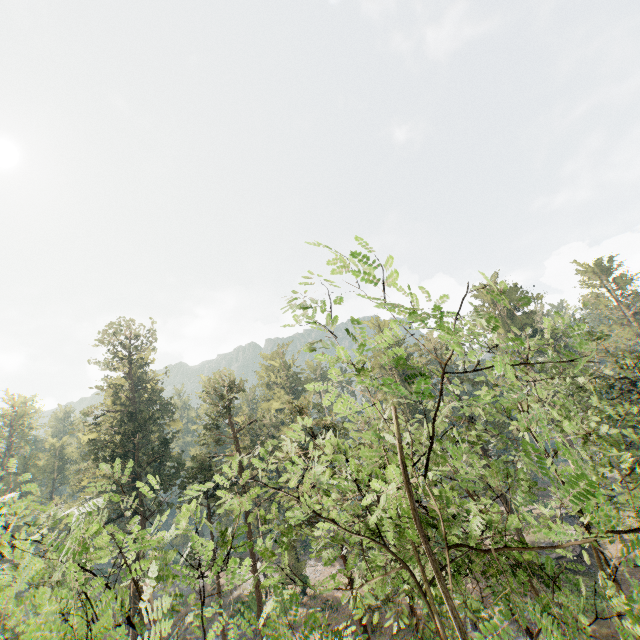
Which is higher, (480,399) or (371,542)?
(480,399)
